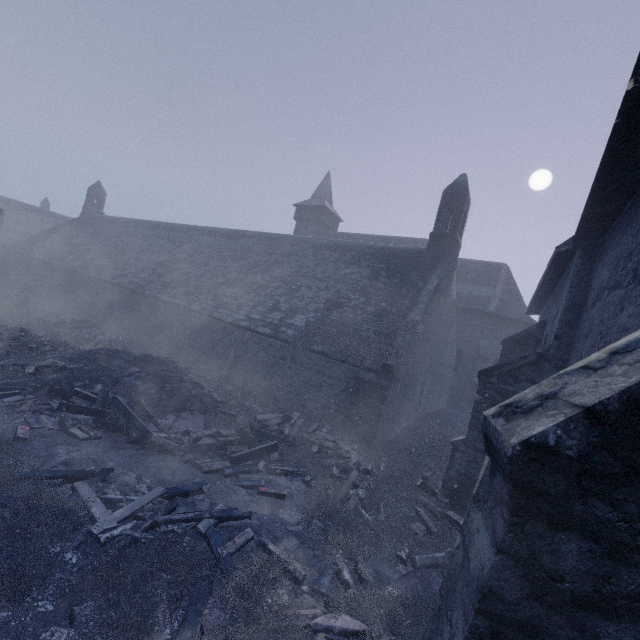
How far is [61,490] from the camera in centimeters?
593cm

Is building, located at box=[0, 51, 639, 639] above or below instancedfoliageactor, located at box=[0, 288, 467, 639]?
above

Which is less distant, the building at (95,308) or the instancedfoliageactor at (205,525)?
the building at (95,308)

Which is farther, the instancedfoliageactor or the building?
the instancedfoliageactor

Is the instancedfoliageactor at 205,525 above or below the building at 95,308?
below
